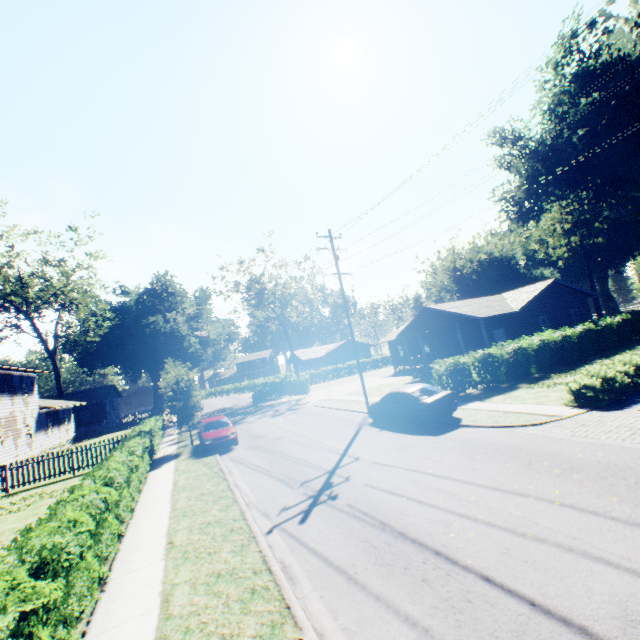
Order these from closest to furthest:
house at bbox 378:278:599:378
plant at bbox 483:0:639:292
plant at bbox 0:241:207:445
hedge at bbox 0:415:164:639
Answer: hedge at bbox 0:415:164:639, plant at bbox 0:241:207:445, house at bbox 378:278:599:378, plant at bbox 483:0:639:292

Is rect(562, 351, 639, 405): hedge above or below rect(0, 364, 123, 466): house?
below

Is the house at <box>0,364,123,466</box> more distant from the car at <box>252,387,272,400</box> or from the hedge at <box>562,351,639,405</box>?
the hedge at <box>562,351,639,405</box>

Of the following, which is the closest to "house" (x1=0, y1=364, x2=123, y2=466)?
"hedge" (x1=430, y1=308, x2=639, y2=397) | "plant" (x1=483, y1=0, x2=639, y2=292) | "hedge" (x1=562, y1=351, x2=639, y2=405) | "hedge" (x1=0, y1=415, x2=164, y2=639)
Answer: "plant" (x1=483, y1=0, x2=639, y2=292)

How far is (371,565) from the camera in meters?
5.8

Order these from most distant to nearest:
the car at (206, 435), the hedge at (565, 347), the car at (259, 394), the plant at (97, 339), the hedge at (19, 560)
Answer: the car at (259, 394)
the plant at (97, 339)
the hedge at (565, 347)
the car at (206, 435)
the hedge at (19, 560)

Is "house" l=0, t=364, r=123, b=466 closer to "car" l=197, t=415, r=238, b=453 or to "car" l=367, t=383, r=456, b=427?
"car" l=197, t=415, r=238, b=453

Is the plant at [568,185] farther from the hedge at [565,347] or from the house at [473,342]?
the house at [473,342]
